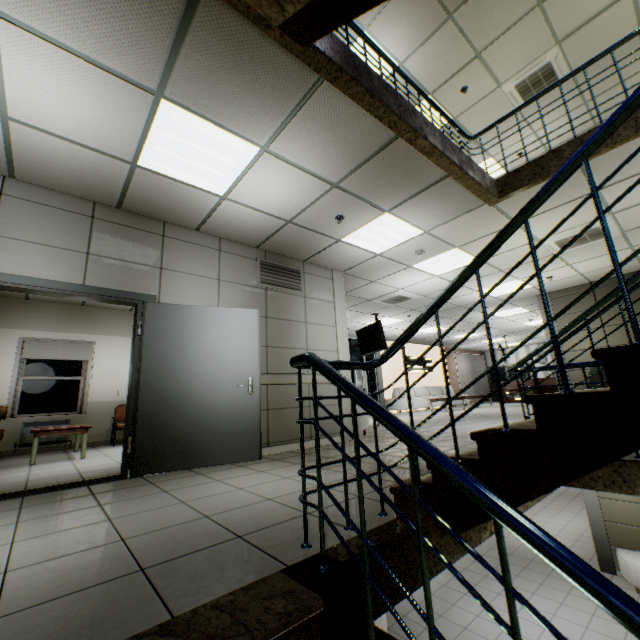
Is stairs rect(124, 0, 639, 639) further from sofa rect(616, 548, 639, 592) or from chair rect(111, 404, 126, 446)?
chair rect(111, 404, 126, 446)

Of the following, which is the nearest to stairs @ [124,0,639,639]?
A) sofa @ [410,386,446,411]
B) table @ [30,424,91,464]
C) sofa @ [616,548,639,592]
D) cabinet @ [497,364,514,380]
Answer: sofa @ [616,548,639,592]

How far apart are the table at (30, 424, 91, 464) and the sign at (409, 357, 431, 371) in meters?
12.7 m

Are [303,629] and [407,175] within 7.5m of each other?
yes

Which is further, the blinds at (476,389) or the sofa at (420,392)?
the blinds at (476,389)

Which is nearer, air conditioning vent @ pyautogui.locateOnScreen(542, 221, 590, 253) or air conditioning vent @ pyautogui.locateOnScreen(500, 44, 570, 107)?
air conditioning vent @ pyautogui.locateOnScreen(542, 221, 590, 253)

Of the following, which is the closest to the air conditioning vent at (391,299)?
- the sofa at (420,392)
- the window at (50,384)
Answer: the sofa at (420,392)

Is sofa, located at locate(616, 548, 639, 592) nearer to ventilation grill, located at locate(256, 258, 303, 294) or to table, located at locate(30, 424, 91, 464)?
ventilation grill, located at locate(256, 258, 303, 294)
